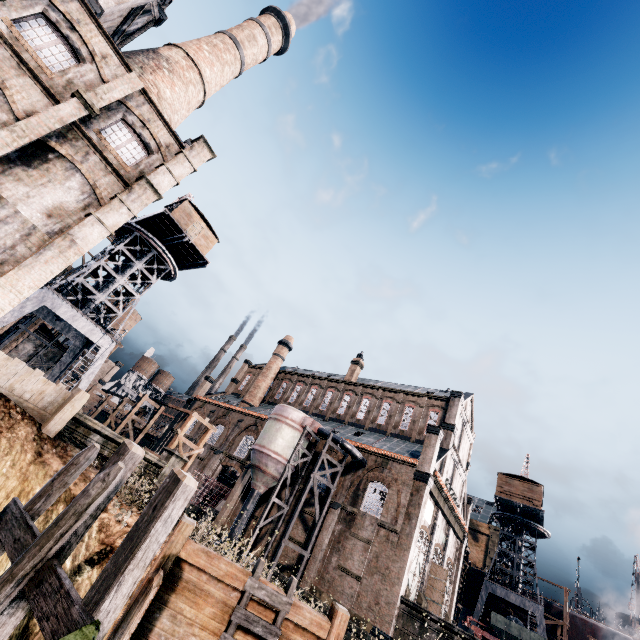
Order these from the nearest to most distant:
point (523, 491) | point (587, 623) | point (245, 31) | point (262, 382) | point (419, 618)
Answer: point (419, 618) < point (245, 31) < point (587, 623) < point (523, 491) < point (262, 382)

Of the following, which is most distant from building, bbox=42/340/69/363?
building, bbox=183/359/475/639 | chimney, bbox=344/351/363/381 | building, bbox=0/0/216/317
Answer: chimney, bbox=344/351/363/381

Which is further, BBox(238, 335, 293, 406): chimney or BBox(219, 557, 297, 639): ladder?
BBox(238, 335, 293, 406): chimney

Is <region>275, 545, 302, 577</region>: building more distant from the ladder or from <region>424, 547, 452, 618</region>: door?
the ladder

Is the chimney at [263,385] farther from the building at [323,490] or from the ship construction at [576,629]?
the ship construction at [576,629]

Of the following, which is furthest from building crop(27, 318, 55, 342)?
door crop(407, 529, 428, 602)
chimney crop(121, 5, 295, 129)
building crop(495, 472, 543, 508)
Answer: building crop(495, 472, 543, 508)

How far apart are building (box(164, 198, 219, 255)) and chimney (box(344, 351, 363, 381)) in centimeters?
2560cm

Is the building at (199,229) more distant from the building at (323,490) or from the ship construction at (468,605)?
the ship construction at (468,605)
